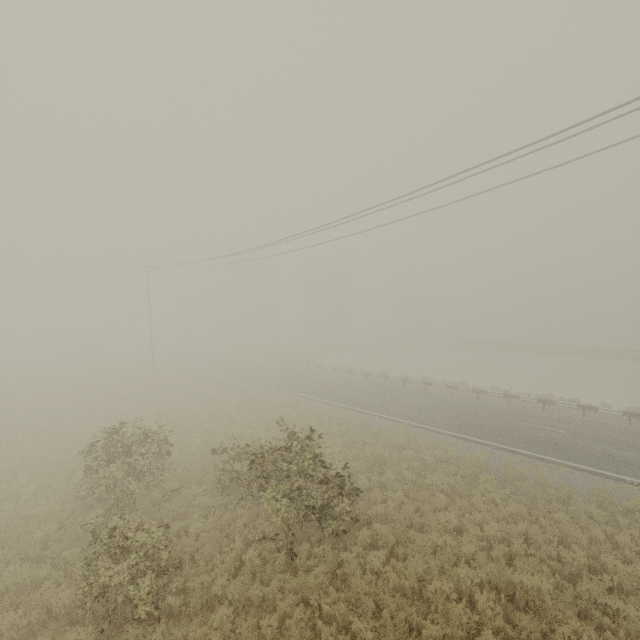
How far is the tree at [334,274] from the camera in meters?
54.4 m

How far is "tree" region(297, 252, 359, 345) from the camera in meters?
54.4

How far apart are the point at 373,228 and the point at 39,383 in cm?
3645
